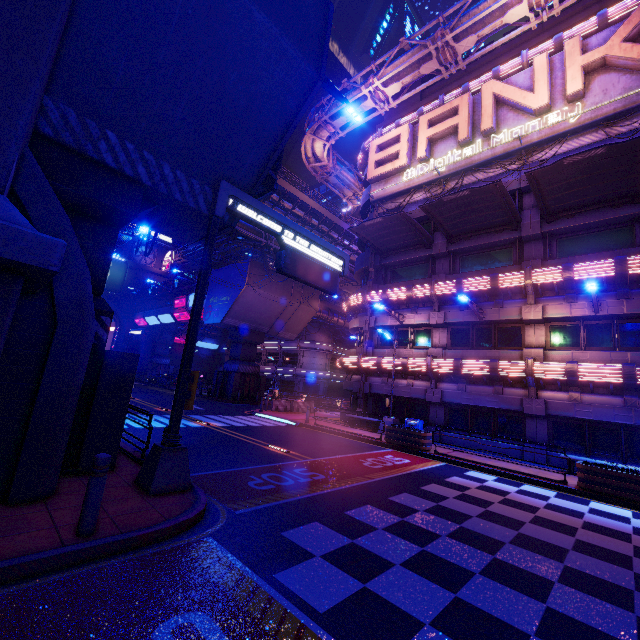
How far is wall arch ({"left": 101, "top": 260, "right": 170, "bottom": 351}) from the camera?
50.8 meters

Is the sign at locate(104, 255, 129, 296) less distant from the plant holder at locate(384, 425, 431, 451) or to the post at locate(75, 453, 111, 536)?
the plant holder at locate(384, 425, 431, 451)

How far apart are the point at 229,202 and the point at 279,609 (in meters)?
8.05

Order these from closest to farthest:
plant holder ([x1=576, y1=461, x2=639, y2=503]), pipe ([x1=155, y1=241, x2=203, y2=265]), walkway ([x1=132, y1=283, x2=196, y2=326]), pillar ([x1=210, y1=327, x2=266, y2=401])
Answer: plant holder ([x1=576, y1=461, x2=639, y2=503]) → pillar ([x1=210, y1=327, x2=266, y2=401]) → walkway ([x1=132, y1=283, x2=196, y2=326]) → pipe ([x1=155, y1=241, x2=203, y2=265])

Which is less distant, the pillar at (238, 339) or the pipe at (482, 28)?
the pipe at (482, 28)

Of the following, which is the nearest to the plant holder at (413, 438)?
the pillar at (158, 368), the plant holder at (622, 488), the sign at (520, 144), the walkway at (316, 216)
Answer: the plant holder at (622, 488)

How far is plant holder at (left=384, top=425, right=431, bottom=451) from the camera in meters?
14.9

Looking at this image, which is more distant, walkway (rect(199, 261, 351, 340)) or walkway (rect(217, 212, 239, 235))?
walkway (rect(199, 261, 351, 340))
